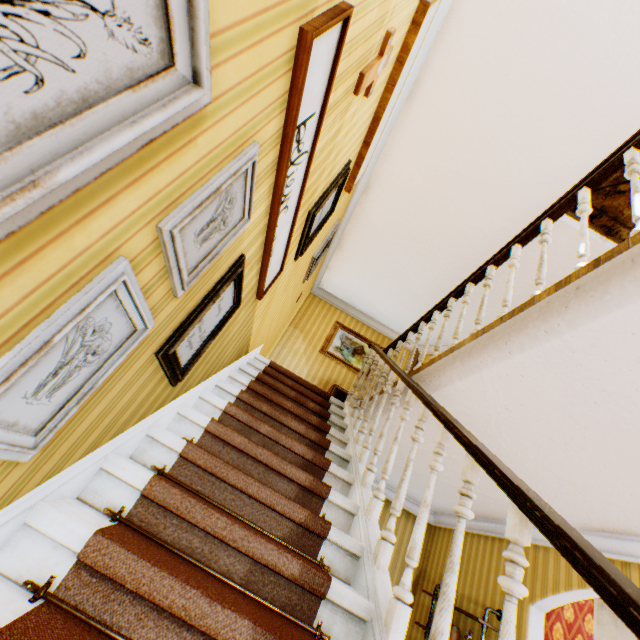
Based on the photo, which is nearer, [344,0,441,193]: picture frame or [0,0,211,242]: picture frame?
[0,0,211,242]: picture frame

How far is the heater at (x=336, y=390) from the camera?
6.8 meters

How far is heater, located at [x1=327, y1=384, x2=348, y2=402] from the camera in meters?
6.8

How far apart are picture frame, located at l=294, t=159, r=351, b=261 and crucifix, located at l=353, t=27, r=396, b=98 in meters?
0.8

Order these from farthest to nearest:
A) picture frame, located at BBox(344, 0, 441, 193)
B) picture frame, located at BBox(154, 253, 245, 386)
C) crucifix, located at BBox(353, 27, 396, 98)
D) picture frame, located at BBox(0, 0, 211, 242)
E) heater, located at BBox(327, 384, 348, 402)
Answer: heater, located at BBox(327, 384, 348, 402), picture frame, located at BBox(344, 0, 441, 193), crucifix, located at BBox(353, 27, 396, 98), picture frame, located at BBox(154, 253, 245, 386), picture frame, located at BBox(0, 0, 211, 242)

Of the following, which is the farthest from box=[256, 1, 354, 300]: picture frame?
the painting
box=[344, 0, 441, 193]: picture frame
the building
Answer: the painting

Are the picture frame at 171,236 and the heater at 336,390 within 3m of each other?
no

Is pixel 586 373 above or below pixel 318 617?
above
